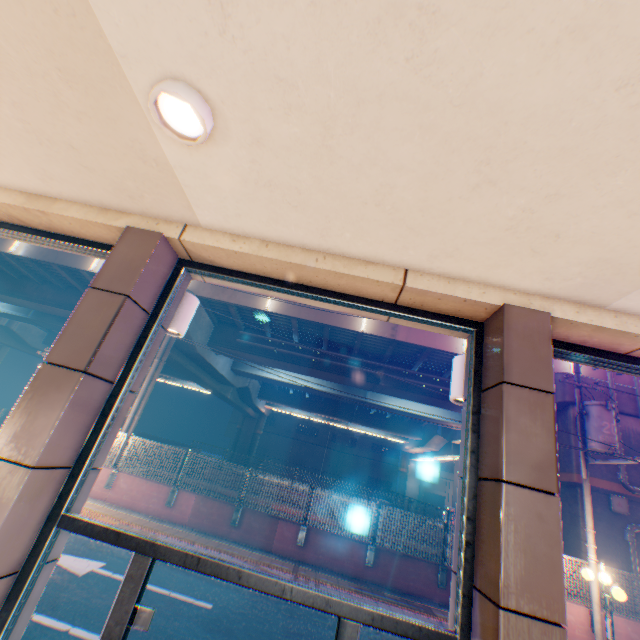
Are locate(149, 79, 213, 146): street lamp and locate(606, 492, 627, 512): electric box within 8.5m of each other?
no

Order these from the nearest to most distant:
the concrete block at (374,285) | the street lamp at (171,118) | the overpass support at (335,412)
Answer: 1. the street lamp at (171,118)
2. the concrete block at (374,285)
3. the overpass support at (335,412)

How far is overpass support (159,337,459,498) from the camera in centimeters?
2220cm

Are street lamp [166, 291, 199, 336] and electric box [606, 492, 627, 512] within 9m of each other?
no

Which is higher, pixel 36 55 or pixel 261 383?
pixel 261 383

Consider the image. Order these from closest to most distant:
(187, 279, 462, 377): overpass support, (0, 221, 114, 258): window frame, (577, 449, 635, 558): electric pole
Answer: (0, 221, 114, 258): window frame
(577, 449, 635, 558): electric pole
(187, 279, 462, 377): overpass support

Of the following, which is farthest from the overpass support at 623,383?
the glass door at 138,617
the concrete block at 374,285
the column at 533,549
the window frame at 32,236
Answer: the glass door at 138,617
